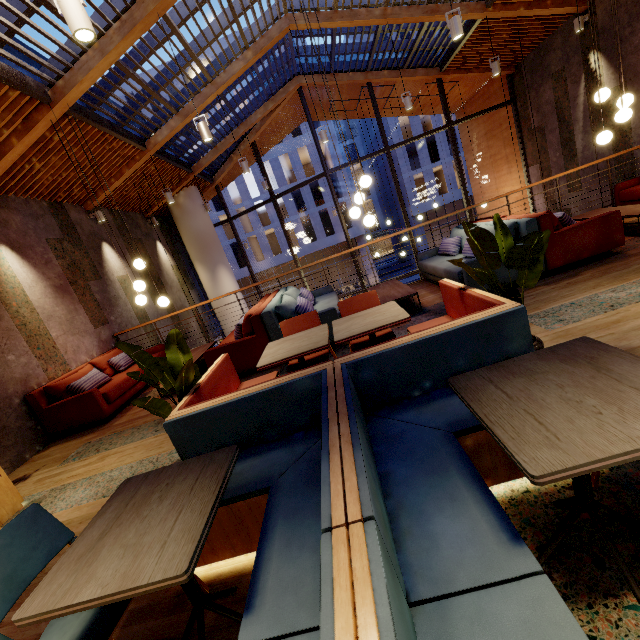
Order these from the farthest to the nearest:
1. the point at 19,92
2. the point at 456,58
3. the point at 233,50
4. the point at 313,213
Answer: the point at 313,213 → the point at 456,58 → the point at 233,50 → the point at 19,92

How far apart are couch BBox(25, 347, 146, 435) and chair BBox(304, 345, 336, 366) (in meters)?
3.46

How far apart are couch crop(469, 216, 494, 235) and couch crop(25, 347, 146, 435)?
5.73m

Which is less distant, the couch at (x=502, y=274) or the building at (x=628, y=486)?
the building at (x=628, y=486)

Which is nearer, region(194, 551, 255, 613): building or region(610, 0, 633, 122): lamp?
region(194, 551, 255, 613): building

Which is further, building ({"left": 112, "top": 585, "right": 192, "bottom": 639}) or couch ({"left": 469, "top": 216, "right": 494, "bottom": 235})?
couch ({"left": 469, "top": 216, "right": 494, "bottom": 235})

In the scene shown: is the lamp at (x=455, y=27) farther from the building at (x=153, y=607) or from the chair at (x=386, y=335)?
the chair at (x=386, y=335)

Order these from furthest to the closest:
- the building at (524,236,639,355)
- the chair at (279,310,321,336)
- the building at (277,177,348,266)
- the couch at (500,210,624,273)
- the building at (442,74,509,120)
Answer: the building at (277,177,348,266)
the building at (442,74,509,120)
the couch at (500,210,624,273)
the chair at (279,310,321,336)
the building at (524,236,639,355)
